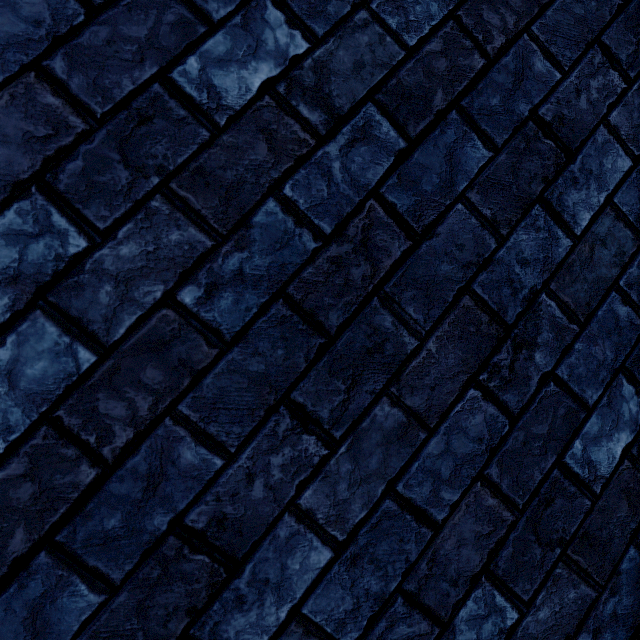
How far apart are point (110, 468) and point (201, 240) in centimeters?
56cm
